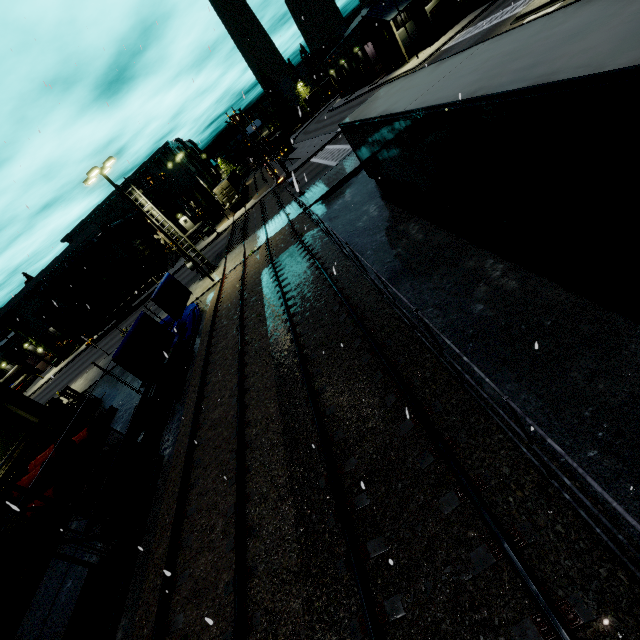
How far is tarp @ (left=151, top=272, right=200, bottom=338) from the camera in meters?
17.9 m

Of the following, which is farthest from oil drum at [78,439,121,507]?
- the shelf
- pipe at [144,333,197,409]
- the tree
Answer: the tree

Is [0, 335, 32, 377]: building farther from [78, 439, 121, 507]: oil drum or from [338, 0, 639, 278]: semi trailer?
[78, 439, 121, 507]: oil drum

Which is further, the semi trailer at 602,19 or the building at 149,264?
the building at 149,264

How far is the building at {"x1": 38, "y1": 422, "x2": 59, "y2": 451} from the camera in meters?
16.3 m

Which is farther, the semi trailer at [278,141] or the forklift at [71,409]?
the semi trailer at [278,141]

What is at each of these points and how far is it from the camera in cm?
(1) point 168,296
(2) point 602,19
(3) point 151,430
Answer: (1) tarp, 1859
(2) semi trailer, 452
(3) pipe, 1291

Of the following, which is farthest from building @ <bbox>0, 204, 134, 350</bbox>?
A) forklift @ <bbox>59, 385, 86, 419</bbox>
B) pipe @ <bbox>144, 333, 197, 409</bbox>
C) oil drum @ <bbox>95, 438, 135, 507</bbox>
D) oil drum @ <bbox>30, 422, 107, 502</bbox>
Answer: oil drum @ <bbox>95, 438, 135, 507</bbox>
